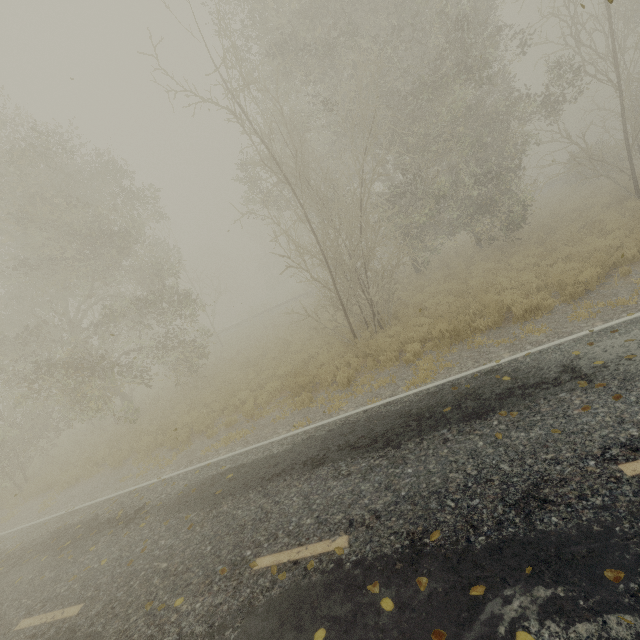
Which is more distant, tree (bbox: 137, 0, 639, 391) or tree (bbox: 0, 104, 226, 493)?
tree (bbox: 0, 104, 226, 493)

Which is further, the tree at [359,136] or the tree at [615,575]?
the tree at [359,136]

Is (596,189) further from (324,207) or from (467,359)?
(467,359)

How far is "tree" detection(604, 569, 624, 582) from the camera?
2.87m

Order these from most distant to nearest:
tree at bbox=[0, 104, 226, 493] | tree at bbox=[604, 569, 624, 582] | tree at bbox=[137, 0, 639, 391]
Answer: Answer:
1. tree at bbox=[0, 104, 226, 493]
2. tree at bbox=[137, 0, 639, 391]
3. tree at bbox=[604, 569, 624, 582]

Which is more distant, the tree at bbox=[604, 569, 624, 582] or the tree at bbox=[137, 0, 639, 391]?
the tree at bbox=[137, 0, 639, 391]

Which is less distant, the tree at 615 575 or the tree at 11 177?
the tree at 615 575
